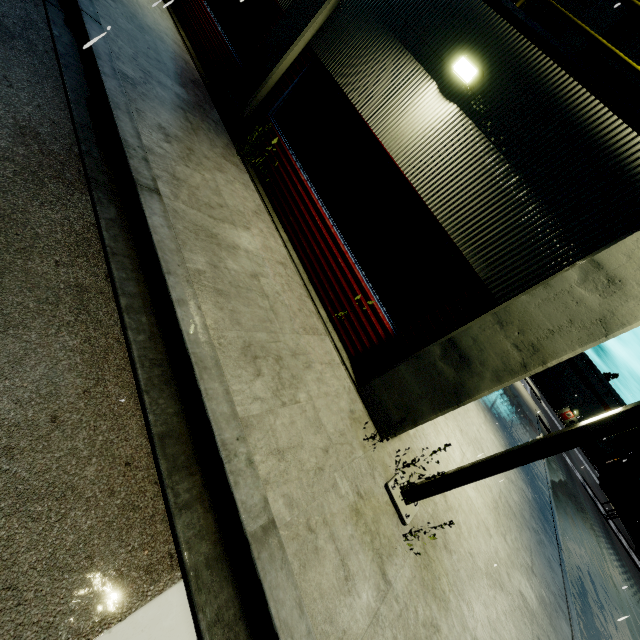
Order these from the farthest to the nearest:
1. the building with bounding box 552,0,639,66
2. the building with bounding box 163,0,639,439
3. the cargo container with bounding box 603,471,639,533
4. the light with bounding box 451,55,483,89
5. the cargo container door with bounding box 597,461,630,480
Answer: the cargo container door with bounding box 597,461,630,480 < the cargo container with bounding box 603,471,639,533 < the building with bounding box 552,0,639,66 < the light with bounding box 451,55,483,89 < the building with bounding box 163,0,639,439

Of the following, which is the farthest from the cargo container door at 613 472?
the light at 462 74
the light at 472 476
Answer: the light at 462 74

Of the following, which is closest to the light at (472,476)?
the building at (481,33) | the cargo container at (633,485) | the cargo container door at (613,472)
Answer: the building at (481,33)

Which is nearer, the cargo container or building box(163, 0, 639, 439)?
building box(163, 0, 639, 439)

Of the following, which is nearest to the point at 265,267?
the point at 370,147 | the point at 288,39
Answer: the point at 370,147

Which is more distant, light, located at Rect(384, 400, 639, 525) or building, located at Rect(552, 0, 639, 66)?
building, located at Rect(552, 0, 639, 66)

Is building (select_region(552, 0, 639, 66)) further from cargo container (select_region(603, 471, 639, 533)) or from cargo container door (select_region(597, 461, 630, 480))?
cargo container door (select_region(597, 461, 630, 480))

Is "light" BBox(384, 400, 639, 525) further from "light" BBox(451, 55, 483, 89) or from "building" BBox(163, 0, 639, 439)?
"light" BBox(451, 55, 483, 89)
